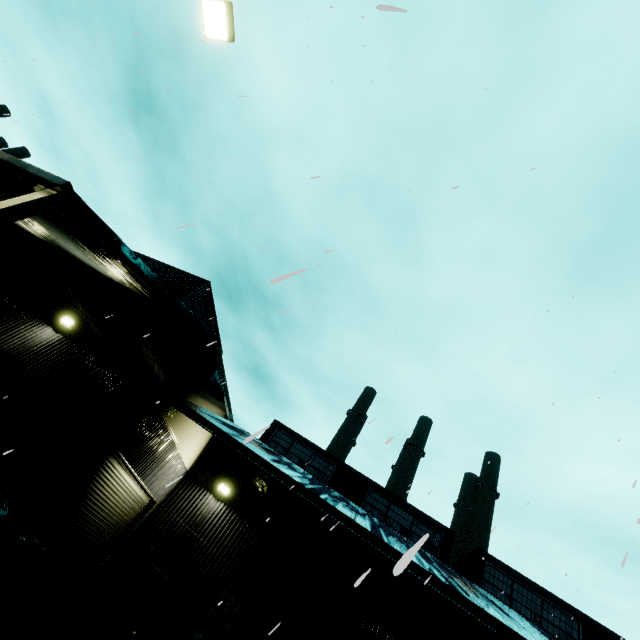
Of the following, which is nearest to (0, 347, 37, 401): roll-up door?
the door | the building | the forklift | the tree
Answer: the building

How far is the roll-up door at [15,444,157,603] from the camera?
8.67m

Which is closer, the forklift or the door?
the forklift

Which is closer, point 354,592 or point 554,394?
point 354,592

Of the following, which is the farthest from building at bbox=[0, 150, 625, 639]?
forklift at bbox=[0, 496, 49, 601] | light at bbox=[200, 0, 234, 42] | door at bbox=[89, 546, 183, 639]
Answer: light at bbox=[200, 0, 234, 42]

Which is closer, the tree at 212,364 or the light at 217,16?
the light at 217,16

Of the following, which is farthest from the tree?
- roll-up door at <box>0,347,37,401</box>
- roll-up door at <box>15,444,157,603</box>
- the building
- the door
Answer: the door

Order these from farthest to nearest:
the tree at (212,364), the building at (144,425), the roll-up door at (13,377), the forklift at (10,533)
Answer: the tree at (212,364), the roll-up door at (13,377), the building at (144,425), the forklift at (10,533)
